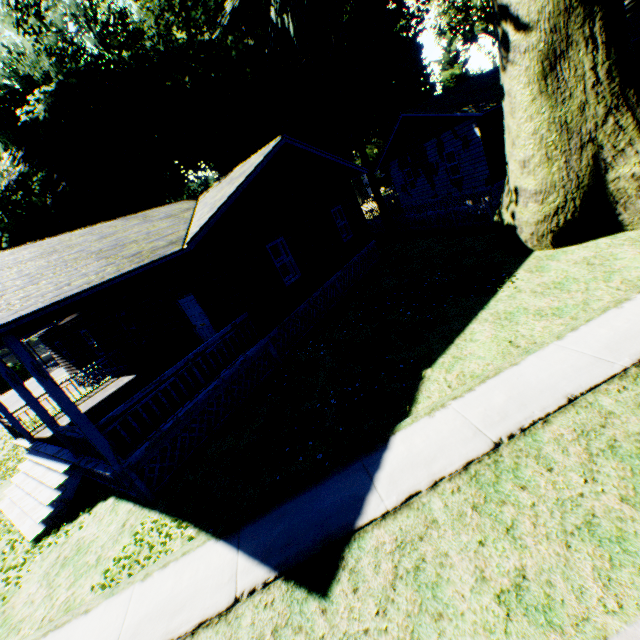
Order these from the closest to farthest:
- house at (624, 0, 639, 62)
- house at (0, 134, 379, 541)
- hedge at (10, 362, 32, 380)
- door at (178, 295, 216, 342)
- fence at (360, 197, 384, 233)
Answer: house at (0, 134, 379, 541) → door at (178, 295, 216, 342) → house at (624, 0, 639, 62) → fence at (360, 197, 384, 233) → hedge at (10, 362, 32, 380)

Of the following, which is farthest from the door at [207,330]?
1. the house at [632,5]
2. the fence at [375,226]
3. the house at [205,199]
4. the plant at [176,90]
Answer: the house at [632,5]

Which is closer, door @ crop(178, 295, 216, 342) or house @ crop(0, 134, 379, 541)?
house @ crop(0, 134, 379, 541)

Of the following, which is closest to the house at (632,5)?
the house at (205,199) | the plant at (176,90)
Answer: the plant at (176,90)

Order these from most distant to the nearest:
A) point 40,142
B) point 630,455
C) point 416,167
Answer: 1. point 416,167
2. point 40,142
3. point 630,455

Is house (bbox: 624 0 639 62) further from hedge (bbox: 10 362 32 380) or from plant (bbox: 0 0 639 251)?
hedge (bbox: 10 362 32 380)

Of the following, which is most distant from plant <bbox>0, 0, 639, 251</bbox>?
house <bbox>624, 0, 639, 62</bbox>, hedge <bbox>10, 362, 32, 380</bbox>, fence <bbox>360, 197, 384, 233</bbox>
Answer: hedge <bbox>10, 362, 32, 380</bbox>

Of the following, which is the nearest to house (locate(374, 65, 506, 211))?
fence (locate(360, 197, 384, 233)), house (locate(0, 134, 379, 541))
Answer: fence (locate(360, 197, 384, 233))
